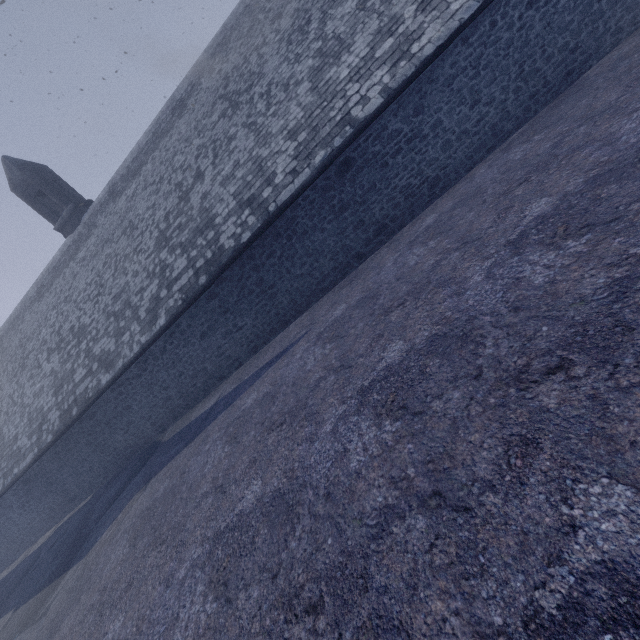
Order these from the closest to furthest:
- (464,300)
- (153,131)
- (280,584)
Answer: (280,584)
(464,300)
(153,131)
